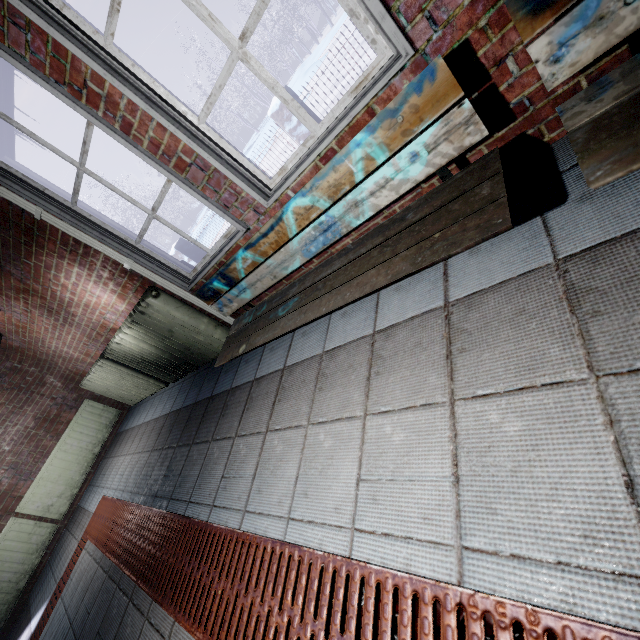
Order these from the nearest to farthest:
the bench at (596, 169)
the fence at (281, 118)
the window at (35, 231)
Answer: the bench at (596, 169) < the window at (35, 231) < the fence at (281, 118)

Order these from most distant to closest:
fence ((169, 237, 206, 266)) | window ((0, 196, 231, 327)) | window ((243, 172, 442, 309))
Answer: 1. fence ((169, 237, 206, 266))
2. window ((0, 196, 231, 327))
3. window ((243, 172, 442, 309))

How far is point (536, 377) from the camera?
0.84m

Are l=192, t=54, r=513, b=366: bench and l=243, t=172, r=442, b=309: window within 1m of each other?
yes

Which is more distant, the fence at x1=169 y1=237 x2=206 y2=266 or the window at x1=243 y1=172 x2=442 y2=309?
the fence at x1=169 y1=237 x2=206 y2=266

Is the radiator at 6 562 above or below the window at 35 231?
below

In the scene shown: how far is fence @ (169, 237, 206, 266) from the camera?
8.4 meters

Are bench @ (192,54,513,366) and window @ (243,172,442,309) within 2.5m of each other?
yes
